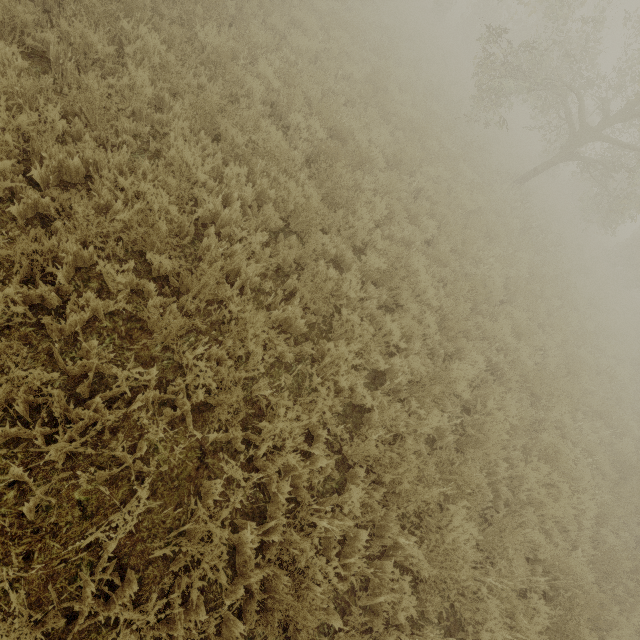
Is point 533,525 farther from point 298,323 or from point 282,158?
point 282,158

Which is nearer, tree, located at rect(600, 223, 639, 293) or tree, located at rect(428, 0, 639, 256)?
tree, located at rect(428, 0, 639, 256)

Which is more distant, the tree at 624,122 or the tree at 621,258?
the tree at 621,258
